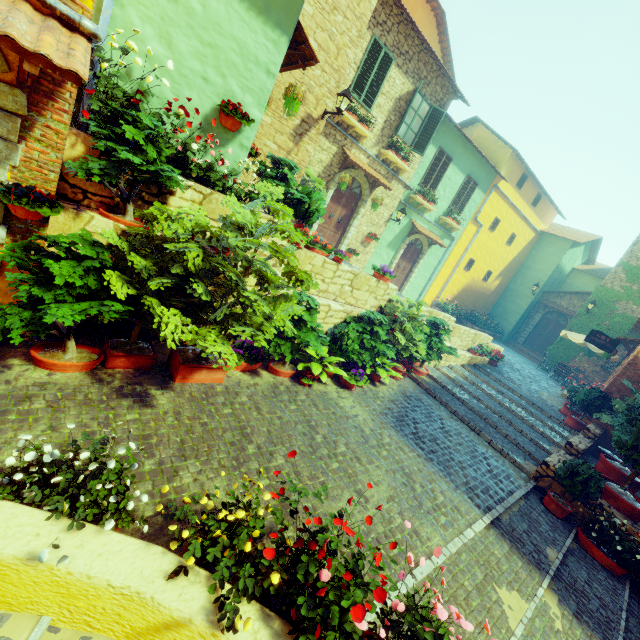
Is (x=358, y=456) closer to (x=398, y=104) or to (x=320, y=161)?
(x=320, y=161)

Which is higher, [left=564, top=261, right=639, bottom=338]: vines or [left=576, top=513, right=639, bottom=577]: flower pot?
[left=564, top=261, right=639, bottom=338]: vines

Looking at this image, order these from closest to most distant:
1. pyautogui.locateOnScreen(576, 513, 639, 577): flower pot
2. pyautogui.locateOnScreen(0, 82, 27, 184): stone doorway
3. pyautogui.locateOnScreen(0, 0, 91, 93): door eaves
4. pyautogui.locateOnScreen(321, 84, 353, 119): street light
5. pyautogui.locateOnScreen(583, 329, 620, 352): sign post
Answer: pyautogui.locateOnScreen(0, 0, 91, 93): door eaves
pyautogui.locateOnScreen(0, 82, 27, 184): stone doorway
pyautogui.locateOnScreen(576, 513, 639, 577): flower pot
pyautogui.locateOnScreen(321, 84, 353, 119): street light
pyautogui.locateOnScreen(583, 329, 620, 352): sign post

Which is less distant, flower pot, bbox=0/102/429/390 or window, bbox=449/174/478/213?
flower pot, bbox=0/102/429/390

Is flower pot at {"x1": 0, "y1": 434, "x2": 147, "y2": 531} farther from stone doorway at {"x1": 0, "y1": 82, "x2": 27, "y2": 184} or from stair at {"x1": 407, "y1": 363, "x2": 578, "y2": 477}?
stair at {"x1": 407, "y1": 363, "x2": 578, "y2": 477}

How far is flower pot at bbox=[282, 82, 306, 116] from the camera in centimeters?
620cm

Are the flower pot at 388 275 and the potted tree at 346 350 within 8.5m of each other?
yes

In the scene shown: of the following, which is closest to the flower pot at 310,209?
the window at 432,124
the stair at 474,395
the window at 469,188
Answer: the stair at 474,395
